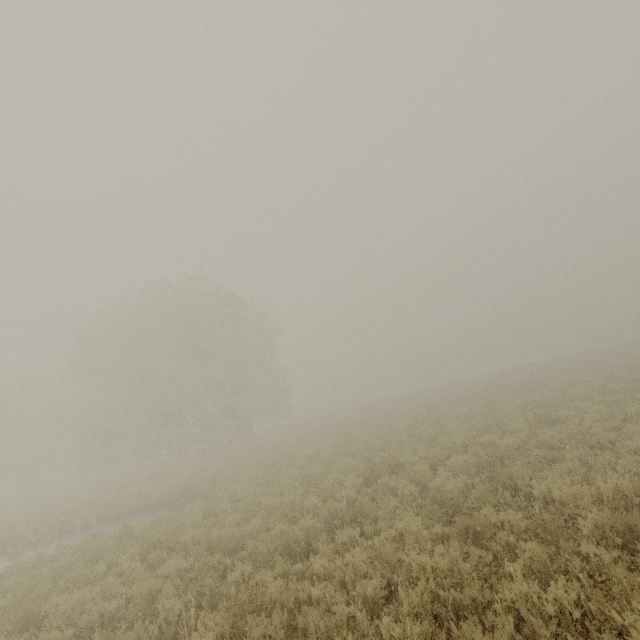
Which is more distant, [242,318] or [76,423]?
[76,423]
